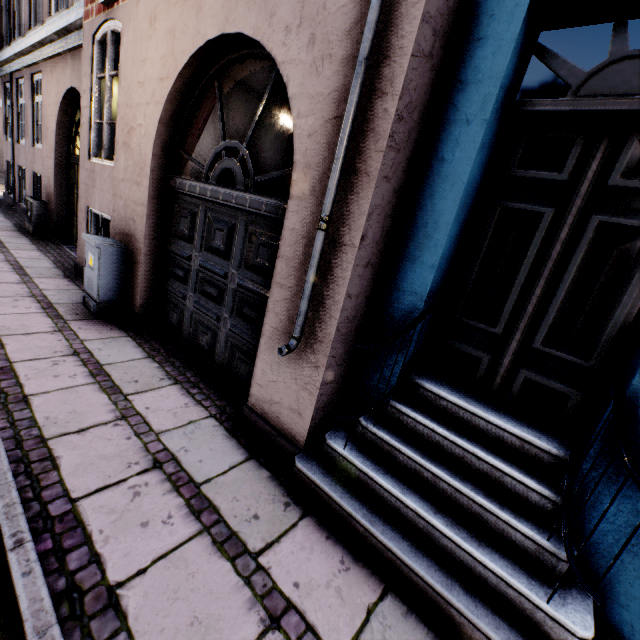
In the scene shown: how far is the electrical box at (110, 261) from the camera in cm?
427

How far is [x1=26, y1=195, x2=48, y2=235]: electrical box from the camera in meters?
8.0 m

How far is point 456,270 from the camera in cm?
262

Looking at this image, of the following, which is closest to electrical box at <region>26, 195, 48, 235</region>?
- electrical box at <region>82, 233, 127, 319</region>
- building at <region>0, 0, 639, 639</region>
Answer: building at <region>0, 0, 639, 639</region>

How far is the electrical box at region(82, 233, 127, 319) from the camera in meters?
4.3 m

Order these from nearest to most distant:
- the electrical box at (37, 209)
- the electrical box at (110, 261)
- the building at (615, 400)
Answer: the building at (615, 400), the electrical box at (110, 261), the electrical box at (37, 209)

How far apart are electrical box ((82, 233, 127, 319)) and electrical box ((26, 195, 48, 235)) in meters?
5.4 m

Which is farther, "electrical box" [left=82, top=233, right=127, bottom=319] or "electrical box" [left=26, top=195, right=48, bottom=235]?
"electrical box" [left=26, top=195, right=48, bottom=235]
